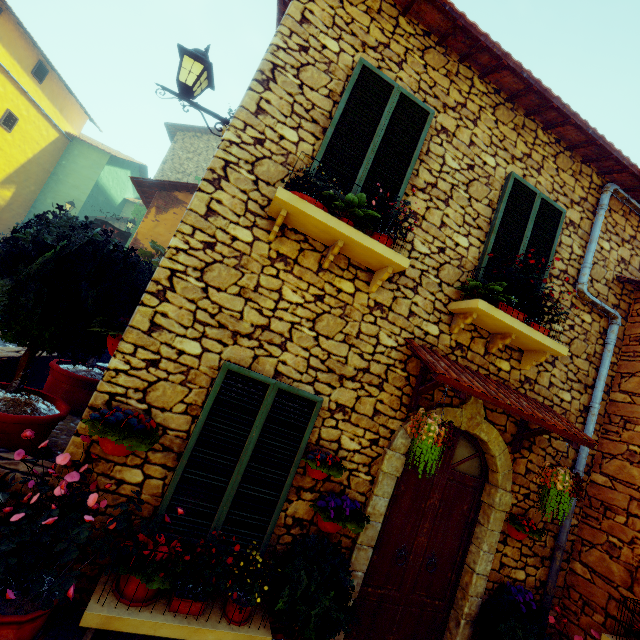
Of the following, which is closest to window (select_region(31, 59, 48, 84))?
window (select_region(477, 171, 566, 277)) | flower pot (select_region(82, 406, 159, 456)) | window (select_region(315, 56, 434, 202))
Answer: window (select_region(315, 56, 434, 202))

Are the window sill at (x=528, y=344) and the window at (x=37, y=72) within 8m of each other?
no

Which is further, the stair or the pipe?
the pipe

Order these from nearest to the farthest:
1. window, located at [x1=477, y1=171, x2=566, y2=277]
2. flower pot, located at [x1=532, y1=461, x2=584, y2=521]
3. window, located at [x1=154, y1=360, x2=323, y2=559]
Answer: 1. window, located at [x1=154, y1=360, x2=323, y2=559]
2. flower pot, located at [x1=532, y1=461, x2=584, y2=521]
3. window, located at [x1=477, y1=171, x2=566, y2=277]

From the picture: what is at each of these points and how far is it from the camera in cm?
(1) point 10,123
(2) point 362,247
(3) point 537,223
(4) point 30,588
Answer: (1) window, 1306
(2) window sill, 328
(3) window, 452
(4) flower pot, 214

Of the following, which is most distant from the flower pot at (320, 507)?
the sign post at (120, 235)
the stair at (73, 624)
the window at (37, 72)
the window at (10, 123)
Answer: the window at (37, 72)

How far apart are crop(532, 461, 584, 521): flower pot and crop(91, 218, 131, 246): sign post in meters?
11.0 m

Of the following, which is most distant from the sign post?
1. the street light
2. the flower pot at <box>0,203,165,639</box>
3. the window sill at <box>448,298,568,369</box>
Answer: the window sill at <box>448,298,568,369</box>
